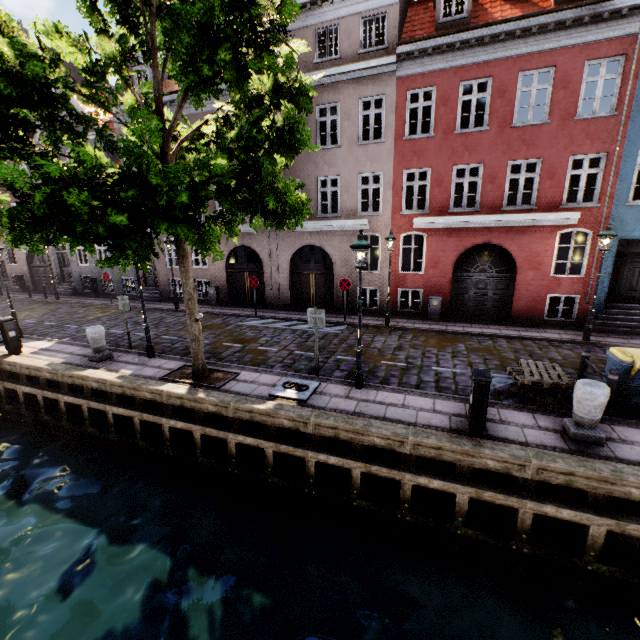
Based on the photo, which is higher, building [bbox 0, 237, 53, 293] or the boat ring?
building [bbox 0, 237, 53, 293]

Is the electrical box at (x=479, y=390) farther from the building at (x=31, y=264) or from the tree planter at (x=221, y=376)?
the building at (x=31, y=264)

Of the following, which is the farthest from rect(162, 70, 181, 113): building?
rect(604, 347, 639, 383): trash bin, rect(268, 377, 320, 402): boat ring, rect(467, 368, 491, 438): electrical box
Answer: rect(467, 368, 491, 438): electrical box

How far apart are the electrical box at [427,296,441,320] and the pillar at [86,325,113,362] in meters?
12.5 m

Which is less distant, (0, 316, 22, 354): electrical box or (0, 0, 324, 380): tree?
(0, 0, 324, 380): tree

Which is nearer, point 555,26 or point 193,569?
point 193,569

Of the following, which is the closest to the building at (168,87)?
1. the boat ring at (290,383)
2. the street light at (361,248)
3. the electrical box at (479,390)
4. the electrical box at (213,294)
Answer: the electrical box at (213,294)

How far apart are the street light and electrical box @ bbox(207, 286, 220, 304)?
12.6m
